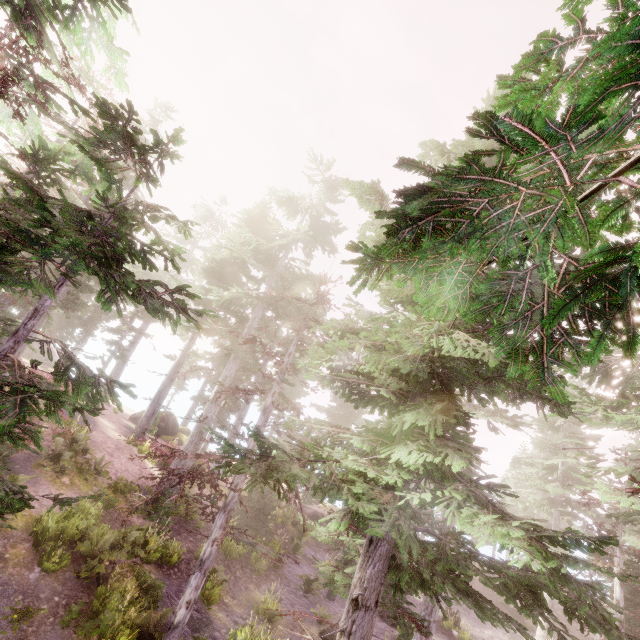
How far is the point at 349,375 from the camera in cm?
793

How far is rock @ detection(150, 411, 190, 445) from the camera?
29.95m

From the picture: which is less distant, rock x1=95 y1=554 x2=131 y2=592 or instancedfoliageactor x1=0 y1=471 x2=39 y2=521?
instancedfoliageactor x1=0 y1=471 x2=39 y2=521

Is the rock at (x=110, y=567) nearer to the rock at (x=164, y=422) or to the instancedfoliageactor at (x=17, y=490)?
the instancedfoliageactor at (x=17, y=490)

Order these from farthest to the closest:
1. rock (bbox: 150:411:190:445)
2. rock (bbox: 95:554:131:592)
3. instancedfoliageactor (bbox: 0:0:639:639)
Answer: rock (bbox: 150:411:190:445) → rock (bbox: 95:554:131:592) → instancedfoliageactor (bbox: 0:0:639:639)

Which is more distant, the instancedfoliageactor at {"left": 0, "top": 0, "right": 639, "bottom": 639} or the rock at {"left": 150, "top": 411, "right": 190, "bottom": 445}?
the rock at {"left": 150, "top": 411, "right": 190, "bottom": 445}

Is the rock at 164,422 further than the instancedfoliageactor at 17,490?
Yes
